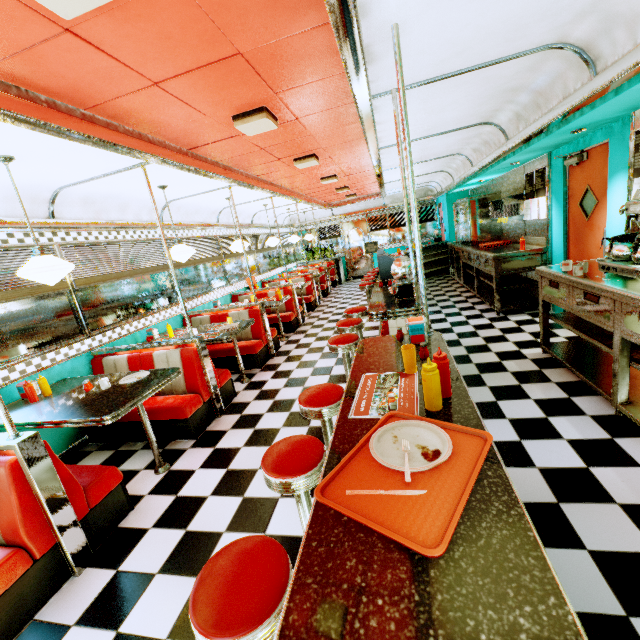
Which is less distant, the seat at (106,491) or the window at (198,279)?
the seat at (106,491)

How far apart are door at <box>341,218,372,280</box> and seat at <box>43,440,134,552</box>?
12.2 meters

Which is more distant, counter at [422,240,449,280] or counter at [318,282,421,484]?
counter at [422,240,449,280]

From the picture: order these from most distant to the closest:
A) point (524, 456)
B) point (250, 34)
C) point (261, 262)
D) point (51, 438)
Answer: point (261, 262) → point (51, 438) → point (524, 456) → point (250, 34)

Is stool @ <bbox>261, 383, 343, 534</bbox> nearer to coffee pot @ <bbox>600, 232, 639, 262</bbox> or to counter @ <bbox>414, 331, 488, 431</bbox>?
counter @ <bbox>414, 331, 488, 431</bbox>

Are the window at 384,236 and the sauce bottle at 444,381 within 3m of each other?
no

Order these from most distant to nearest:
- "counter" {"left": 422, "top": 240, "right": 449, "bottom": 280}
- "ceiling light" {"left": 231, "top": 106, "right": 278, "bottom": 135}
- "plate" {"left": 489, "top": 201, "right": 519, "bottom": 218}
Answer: "counter" {"left": 422, "top": 240, "right": 449, "bottom": 280}, "plate" {"left": 489, "top": 201, "right": 519, "bottom": 218}, "ceiling light" {"left": 231, "top": 106, "right": 278, "bottom": 135}

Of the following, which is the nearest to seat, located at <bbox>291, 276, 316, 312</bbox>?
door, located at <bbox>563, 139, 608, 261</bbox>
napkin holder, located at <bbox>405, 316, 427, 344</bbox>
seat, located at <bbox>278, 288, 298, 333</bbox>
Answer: seat, located at <bbox>278, 288, 298, 333</bbox>
